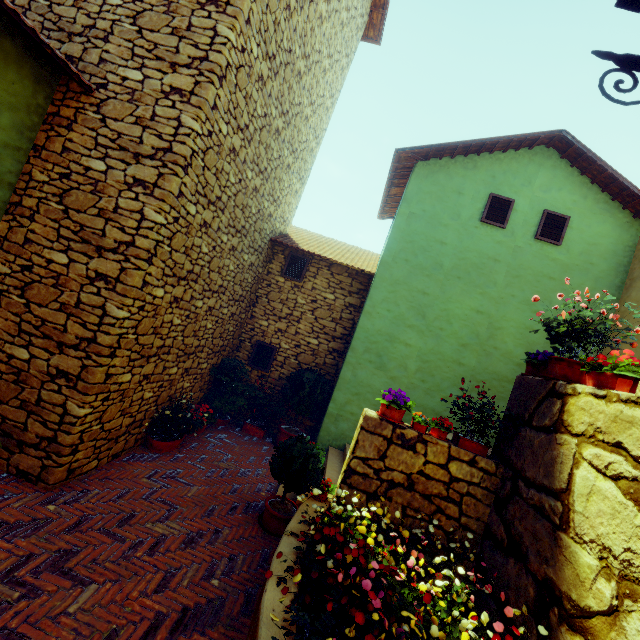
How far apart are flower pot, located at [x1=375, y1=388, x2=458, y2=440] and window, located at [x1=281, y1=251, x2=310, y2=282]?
4.4 meters

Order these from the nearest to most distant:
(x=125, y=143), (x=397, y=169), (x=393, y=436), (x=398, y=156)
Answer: (x=125, y=143) < (x=393, y=436) < (x=398, y=156) < (x=397, y=169)

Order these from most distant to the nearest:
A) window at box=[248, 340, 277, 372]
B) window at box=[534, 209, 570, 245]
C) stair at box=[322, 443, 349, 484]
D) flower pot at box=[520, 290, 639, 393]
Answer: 1. window at box=[248, 340, 277, 372]
2. window at box=[534, 209, 570, 245]
3. stair at box=[322, 443, 349, 484]
4. flower pot at box=[520, 290, 639, 393]

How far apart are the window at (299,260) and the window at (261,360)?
1.77m

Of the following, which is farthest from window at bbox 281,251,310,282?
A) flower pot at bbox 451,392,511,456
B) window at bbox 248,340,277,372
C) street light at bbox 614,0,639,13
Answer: street light at bbox 614,0,639,13

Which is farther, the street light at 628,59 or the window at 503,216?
the window at 503,216

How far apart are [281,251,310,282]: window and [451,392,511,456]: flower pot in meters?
5.2 m

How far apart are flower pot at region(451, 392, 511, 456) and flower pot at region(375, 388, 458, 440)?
0.2m
